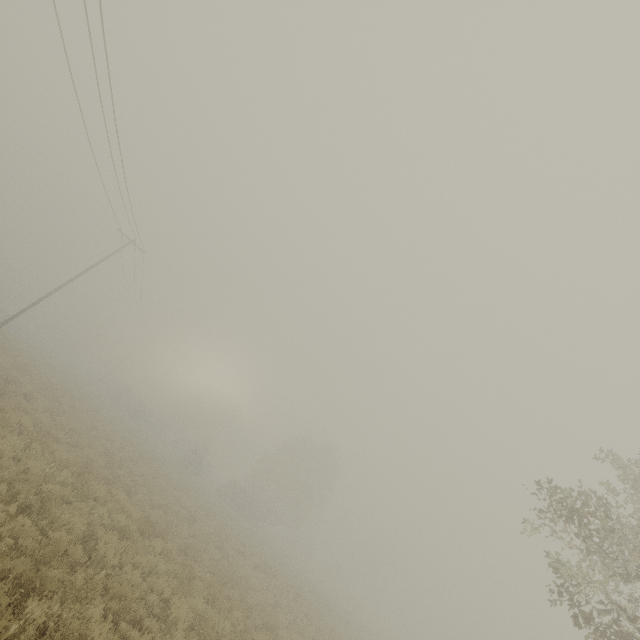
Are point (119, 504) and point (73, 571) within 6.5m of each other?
yes
